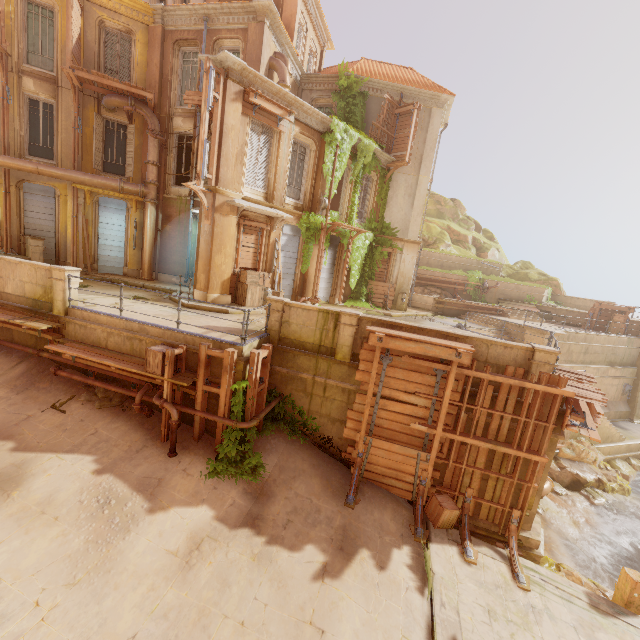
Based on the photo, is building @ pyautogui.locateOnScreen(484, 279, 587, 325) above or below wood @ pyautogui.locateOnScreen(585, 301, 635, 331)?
above

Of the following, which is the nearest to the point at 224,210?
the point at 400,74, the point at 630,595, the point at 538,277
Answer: the point at 400,74

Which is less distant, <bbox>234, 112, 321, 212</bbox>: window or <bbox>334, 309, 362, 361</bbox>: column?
<bbox>334, 309, 362, 361</bbox>: column

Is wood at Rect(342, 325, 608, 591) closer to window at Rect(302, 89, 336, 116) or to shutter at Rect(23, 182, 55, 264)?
window at Rect(302, 89, 336, 116)

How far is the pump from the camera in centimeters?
2050cm

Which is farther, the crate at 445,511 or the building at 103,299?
the building at 103,299

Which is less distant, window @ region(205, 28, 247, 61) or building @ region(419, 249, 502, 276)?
window @ region(205, 28, 247, 61)

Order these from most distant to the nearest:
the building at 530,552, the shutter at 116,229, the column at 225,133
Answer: the shutter at 116,229
the column at 225,133
the building at 530,552
